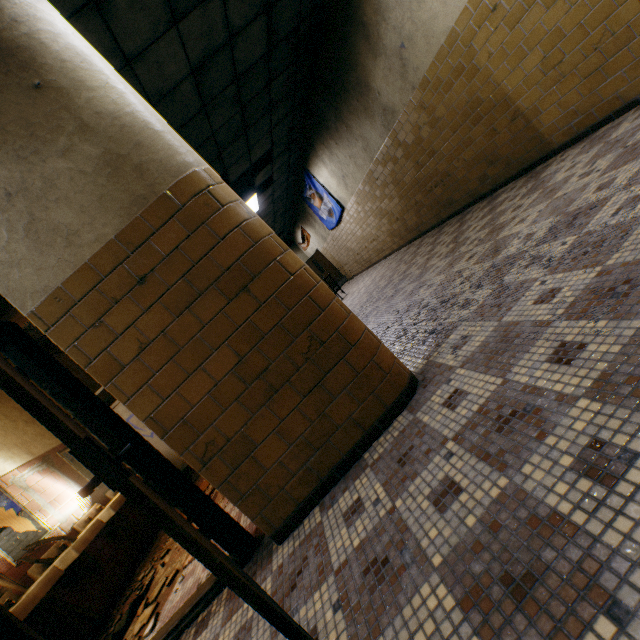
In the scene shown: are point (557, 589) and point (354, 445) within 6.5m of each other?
yes

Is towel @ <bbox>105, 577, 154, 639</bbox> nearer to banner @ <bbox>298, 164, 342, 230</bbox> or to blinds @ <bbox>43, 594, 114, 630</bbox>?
blinds @ <bbox>43, 594, 114, 630</bbox>

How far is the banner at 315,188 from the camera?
9.9m

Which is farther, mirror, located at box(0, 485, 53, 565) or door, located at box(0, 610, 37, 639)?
mirror, located at box(0, 485, 53, 565)

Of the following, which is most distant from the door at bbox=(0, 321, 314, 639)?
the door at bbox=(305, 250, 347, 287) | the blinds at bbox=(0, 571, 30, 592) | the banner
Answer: the door at bbox=(305, 250, 347, 287)

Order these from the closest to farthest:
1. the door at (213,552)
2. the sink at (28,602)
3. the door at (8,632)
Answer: the door at (213,552) → the door at (8,632) → the sink at (28,602)

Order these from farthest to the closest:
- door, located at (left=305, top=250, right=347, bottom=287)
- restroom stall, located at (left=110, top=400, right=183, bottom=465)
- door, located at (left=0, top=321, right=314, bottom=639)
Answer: door, located at (left=305, top=250, right=347, bottom=287) < restroom stall, located at (left=110, top=400, right=183, bottom=465) < door, located at (left=0, top=321, right=314, bottom=639)

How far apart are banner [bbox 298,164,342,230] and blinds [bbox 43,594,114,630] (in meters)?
9.55
